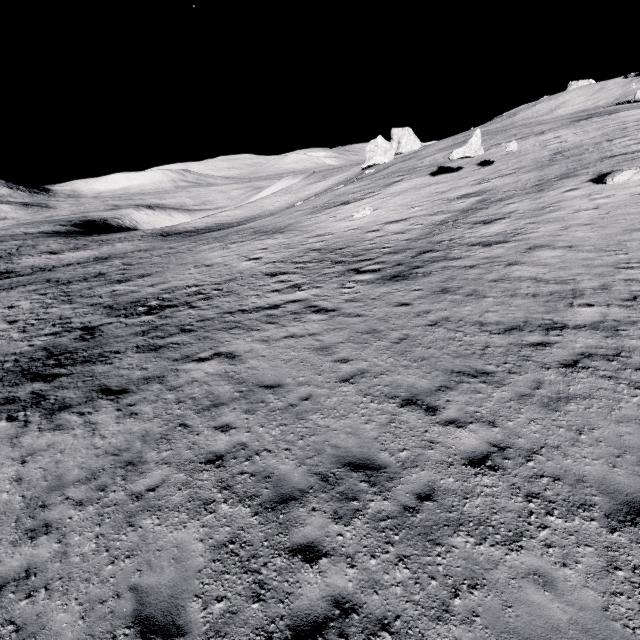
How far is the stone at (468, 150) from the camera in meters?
26.3

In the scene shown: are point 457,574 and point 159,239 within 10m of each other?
no

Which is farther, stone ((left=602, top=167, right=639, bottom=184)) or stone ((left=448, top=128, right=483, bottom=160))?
stone ((left=448, top=128, right=483, bottom=160))

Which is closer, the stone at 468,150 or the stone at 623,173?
the stone at 623,173

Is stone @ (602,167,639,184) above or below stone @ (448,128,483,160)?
below

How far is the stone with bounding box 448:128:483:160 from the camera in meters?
26.3 m
